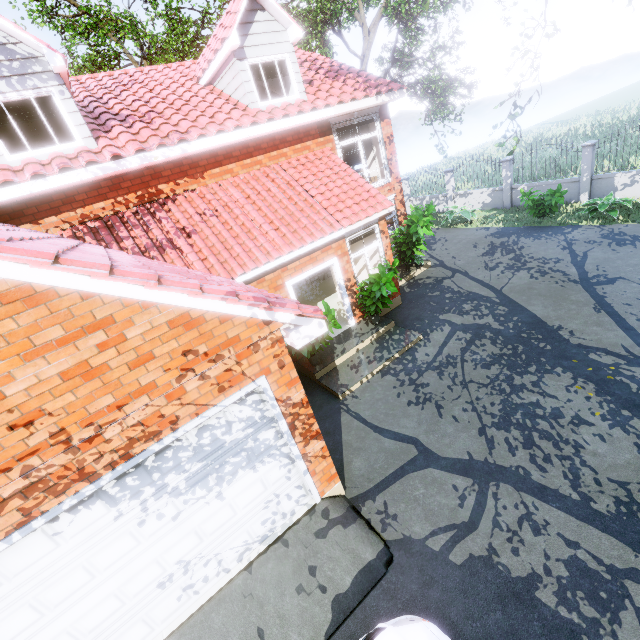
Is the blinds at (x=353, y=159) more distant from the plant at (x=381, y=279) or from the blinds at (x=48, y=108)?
the blinds at (x=48, y=108)

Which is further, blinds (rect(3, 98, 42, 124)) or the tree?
the tree

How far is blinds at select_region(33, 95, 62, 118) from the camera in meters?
6.8 m

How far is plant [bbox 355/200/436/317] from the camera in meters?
8.5 m

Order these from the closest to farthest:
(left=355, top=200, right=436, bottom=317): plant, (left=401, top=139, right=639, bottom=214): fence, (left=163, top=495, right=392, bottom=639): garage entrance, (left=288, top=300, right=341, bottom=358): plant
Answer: (left=163, top=495, right=392, bottom=639): garage entrance < (left=288, top=300, right=341, bottom=358): plant < (left=355, top=200, right=436, bottom=317): plant < (left=401, top=139, right=639, bottom=214): fence

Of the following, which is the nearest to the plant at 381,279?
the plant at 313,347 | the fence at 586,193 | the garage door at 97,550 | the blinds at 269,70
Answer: the plant at 313,347

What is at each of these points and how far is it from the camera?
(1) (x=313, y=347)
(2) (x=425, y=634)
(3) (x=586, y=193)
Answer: (1) plant, 8.14m
(2) car, 3.12m
(3) fence, 13.91m

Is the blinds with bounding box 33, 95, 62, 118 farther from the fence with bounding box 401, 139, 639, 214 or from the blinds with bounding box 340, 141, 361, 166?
the fence with bounding box 401, 139, 639, 214
